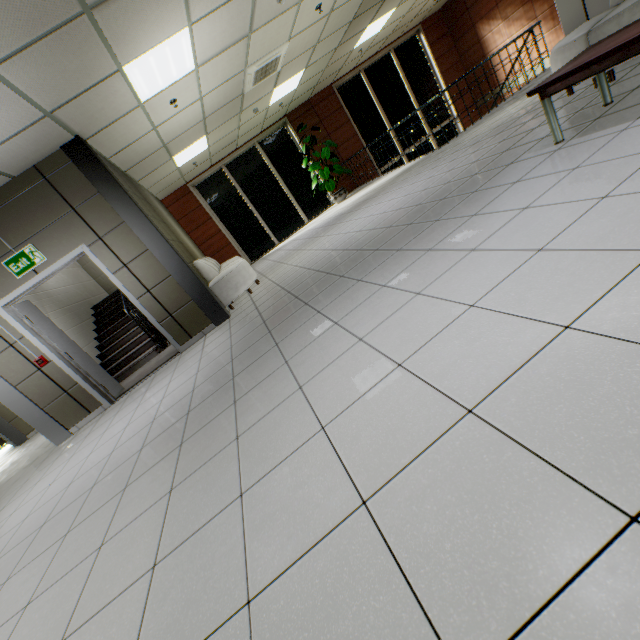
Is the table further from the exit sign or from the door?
the exit sign

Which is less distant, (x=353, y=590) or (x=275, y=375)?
(x=353, y=590)

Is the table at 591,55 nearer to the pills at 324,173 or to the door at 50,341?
the door at 50,341

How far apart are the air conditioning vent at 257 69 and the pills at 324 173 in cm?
294

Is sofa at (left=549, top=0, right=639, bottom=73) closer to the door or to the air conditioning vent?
the air conditioning vent

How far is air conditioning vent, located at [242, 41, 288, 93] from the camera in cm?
596

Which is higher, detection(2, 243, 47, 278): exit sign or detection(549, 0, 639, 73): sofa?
detection(2, 243, 47, 278): exit sign

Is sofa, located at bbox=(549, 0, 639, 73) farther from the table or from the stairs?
the stairs
